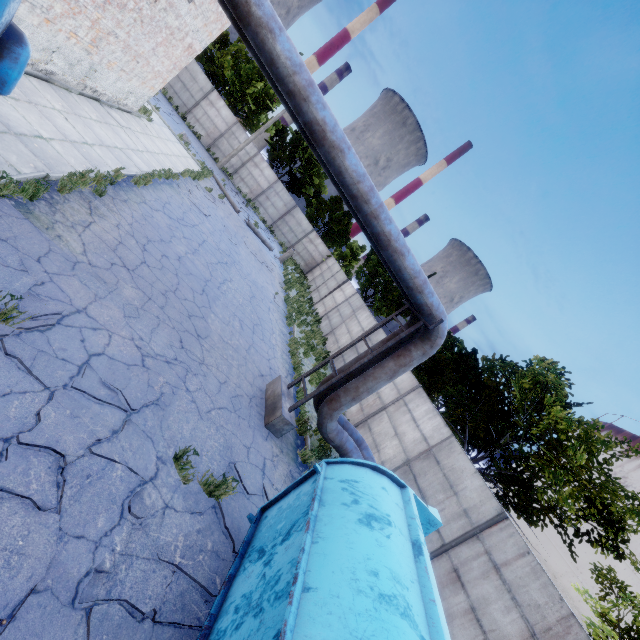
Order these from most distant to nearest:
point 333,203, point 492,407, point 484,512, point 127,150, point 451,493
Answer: point 333,203
point 492,407
point 127,150
point 451,493
point 484,512

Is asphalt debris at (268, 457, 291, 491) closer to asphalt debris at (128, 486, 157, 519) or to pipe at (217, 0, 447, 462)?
asphalt debris at (128, 486, 157, 519)

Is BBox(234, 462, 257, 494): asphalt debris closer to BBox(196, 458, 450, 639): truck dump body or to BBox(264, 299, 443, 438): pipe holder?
BBox(196, 458, 450, 639): truck dump body

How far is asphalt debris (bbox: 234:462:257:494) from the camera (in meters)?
6.12

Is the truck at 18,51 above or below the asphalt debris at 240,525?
above

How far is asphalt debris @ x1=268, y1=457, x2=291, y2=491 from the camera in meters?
7.1 m

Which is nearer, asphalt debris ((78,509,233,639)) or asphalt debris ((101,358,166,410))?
asphalt debris ((78,509,233,639))
